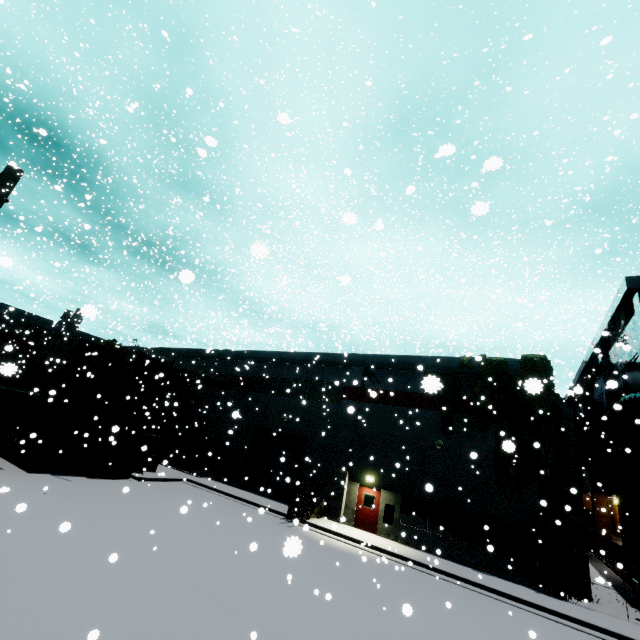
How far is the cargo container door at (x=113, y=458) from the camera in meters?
19.5

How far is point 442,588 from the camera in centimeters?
1306cm

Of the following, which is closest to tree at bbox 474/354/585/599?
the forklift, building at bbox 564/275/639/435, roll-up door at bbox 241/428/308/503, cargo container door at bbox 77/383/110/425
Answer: building at bbox 564/275/639/435

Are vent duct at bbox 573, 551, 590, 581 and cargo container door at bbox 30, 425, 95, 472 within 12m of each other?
no

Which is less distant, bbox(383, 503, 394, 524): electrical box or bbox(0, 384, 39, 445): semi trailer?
bbox(0, 384, 39, 445): semi trailer

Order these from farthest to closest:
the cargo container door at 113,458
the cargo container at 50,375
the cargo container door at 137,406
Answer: the cargo container door at 137,406 < the cargo container door at 113,458 < the cargo container at 50,375

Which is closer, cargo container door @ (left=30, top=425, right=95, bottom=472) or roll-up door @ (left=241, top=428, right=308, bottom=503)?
cargo container door @ (left=30, top=425, right=95, bottom=472)

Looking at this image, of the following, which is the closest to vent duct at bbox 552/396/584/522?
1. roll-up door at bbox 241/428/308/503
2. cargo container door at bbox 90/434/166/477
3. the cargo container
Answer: roll-up door at bbox 241/428/308/503
